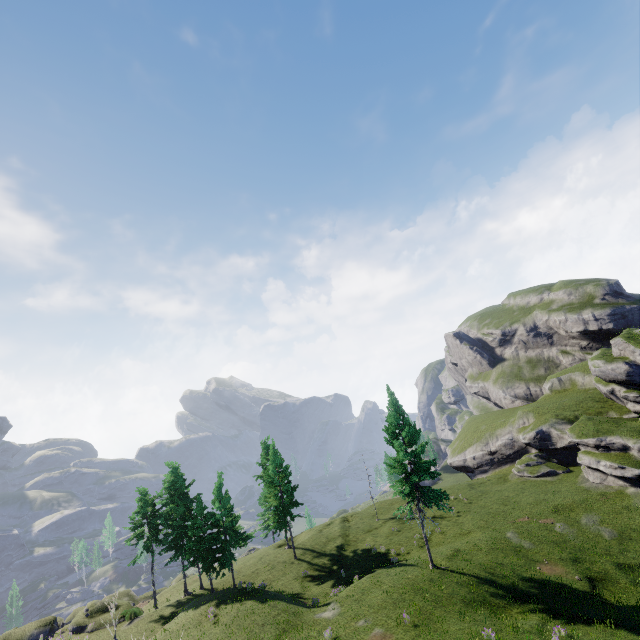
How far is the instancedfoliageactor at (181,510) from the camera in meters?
31.8

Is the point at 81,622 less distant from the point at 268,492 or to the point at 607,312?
the point at 268,492

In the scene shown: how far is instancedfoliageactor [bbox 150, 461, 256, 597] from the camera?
31.81m
